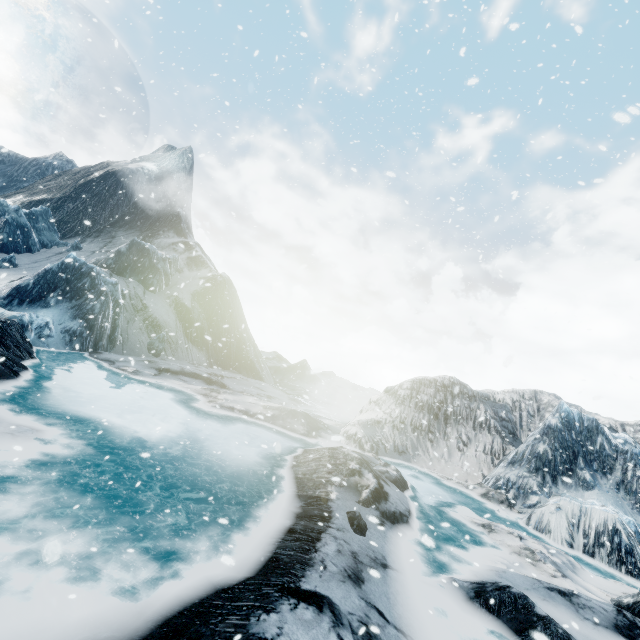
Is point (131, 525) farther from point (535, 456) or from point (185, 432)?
point (535, 456)
